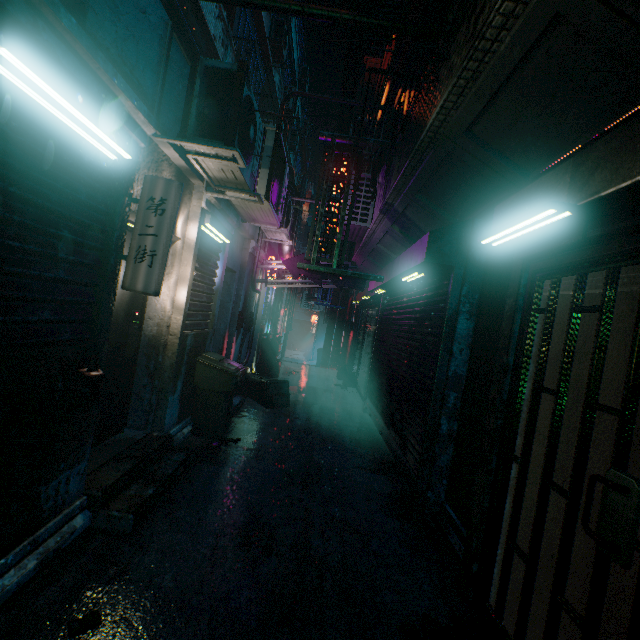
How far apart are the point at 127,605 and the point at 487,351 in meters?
3.1 m

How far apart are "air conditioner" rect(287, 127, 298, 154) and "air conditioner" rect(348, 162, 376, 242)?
10.60m

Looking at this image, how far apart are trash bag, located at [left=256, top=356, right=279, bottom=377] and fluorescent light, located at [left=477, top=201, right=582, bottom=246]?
7.1 meters

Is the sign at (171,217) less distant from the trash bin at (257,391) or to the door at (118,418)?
the door at (118,418)

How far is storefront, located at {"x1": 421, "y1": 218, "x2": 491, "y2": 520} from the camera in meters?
3.1

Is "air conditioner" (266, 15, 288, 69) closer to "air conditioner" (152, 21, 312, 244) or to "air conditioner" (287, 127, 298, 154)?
"air conditioner" (287, 127, 298, 154)

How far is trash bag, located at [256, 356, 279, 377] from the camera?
8.6m

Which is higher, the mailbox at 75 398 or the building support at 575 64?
the building support at 575 64
